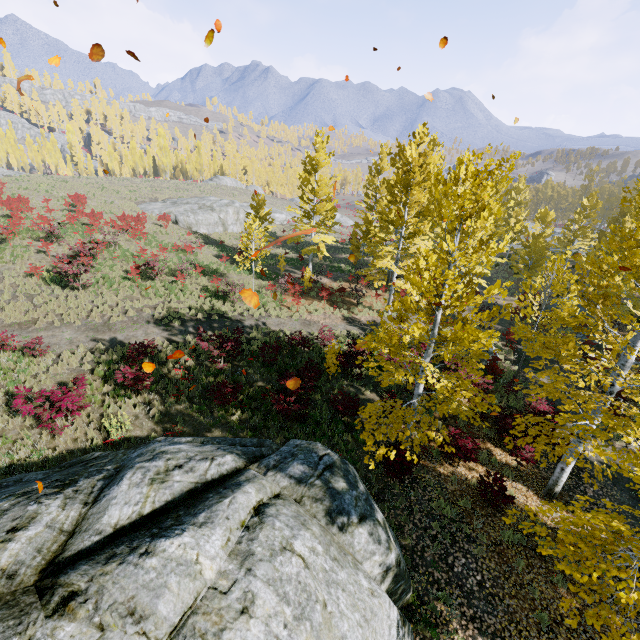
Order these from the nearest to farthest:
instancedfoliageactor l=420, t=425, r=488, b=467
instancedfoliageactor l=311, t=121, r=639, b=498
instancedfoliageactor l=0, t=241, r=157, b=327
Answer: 1. instancedfoliageactor l=311, t=121, r=639, b=498
2. instancedfoliageactor l=420, t=425, r=488, b=467
3. instancedfoliageactor l=0, t=241, r=157, b=327

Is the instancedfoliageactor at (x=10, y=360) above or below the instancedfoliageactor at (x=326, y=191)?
below

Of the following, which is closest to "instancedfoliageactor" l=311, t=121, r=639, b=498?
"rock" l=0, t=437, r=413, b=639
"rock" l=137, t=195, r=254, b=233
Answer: "rock" l=0, t=437, r=413, b=639

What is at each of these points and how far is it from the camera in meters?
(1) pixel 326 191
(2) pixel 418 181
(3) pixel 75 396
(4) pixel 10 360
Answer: (1) instancedfoliageactor, 23.8
(2) instancedfoliageactor, 17.2
(3) instancedfoliageactor, 9.8
(4) instancedfoliageactor, 12.0

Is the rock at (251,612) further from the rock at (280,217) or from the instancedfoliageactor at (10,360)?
the rock at (280,217)

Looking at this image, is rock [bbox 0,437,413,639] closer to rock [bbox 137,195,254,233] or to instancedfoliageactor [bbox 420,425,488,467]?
instancedfoliageactor [bbox 420,425,488,467]

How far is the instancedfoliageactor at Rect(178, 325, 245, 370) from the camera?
13.08m
